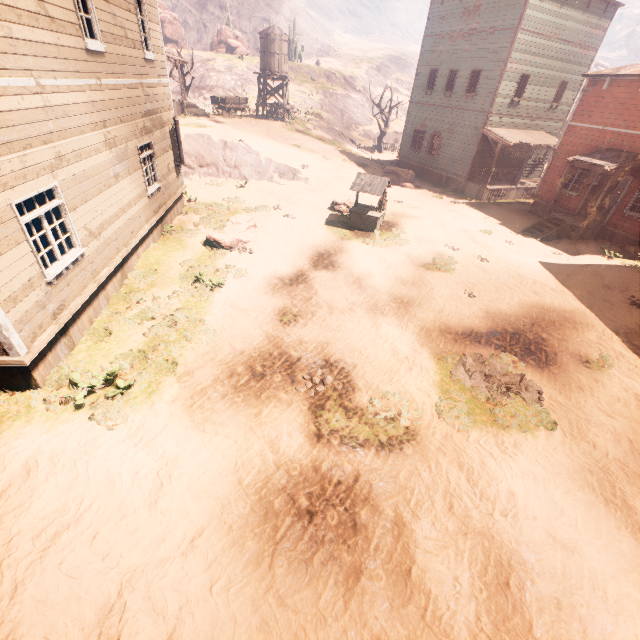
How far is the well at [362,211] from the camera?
14.3 meters

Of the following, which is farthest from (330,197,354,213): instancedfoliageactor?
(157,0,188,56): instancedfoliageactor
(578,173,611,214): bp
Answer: (157,0,188,56): instancedfoliageactor

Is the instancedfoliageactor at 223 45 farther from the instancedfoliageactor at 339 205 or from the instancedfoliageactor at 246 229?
the instancedfoliageactor at 246 229

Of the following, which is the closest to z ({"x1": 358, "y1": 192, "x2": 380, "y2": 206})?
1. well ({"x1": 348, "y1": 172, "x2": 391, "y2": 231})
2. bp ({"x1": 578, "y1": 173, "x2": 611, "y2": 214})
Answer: well ({"x1": 348, "y1": 172, "x2": 391, "y2": 231})

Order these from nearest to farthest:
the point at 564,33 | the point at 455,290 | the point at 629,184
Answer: the point at 455,290
the point at 629,184
the point at 564,33

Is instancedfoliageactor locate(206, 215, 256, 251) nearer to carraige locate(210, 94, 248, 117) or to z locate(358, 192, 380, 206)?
z locate(358, 192, 380, 206)

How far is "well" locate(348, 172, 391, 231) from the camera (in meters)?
14.31

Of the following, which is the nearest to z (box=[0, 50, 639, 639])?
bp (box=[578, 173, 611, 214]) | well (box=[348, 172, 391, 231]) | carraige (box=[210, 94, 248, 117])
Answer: well (box=[348, 172, 391, 231])
